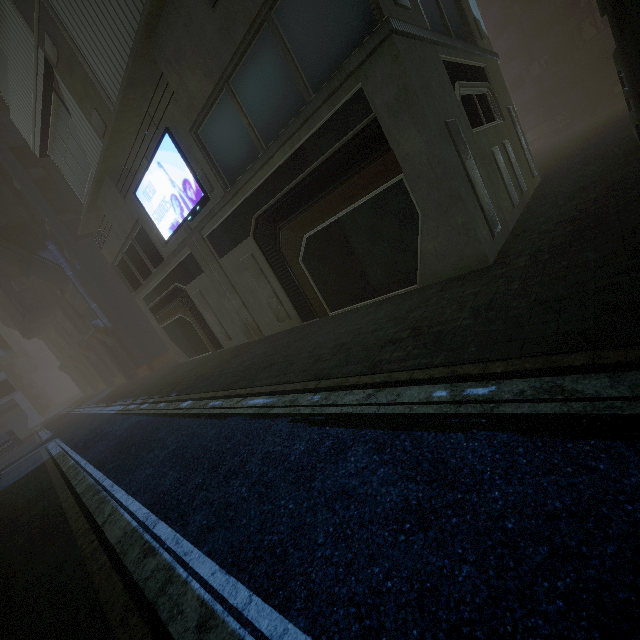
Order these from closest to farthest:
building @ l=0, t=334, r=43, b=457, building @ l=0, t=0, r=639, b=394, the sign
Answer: building @ l=0, t=0, r=639, b=394 → the sign → building @ l=0, t=334, r=43, b=457

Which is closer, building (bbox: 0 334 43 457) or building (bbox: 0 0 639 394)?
building (bbox: 0 0 639 394)

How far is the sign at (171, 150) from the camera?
13.44m

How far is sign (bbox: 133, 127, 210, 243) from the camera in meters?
13.4 m

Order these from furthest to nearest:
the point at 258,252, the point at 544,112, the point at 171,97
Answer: the point at 544,112
the point at 258,252
the point at 171,97

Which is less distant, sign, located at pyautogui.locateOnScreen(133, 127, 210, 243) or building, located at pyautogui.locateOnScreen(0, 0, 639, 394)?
building, located at pyautogui.locateOnScreen(0, 0, 639, 394)

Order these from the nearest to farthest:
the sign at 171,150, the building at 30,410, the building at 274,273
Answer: the building at 274,273 → the sign at 171,150 → the building at 30,410
